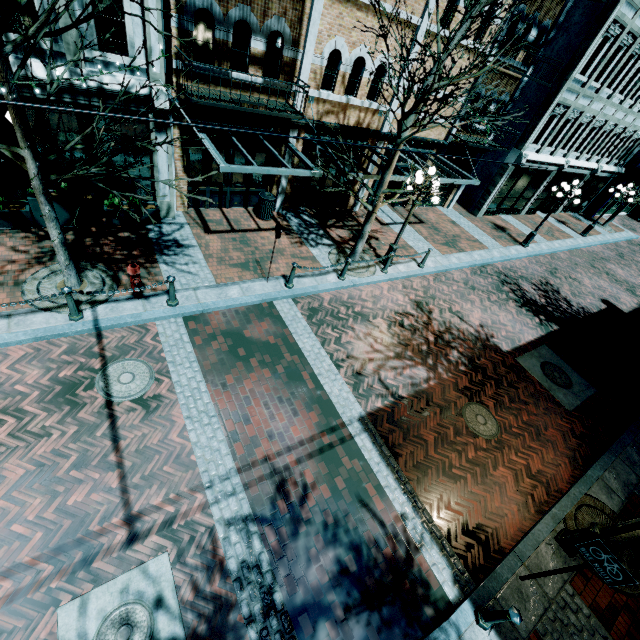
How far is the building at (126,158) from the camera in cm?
904

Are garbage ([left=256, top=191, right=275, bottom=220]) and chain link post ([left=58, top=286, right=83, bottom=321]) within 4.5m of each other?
no

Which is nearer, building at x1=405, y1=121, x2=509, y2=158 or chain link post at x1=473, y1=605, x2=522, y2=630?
chain link post at x1=473, y1=605, x2=522, y2=630

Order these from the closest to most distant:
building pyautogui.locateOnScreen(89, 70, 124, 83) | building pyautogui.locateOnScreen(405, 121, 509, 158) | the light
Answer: the light → building pyautogui.locateOnScreen(89, 70, 124, 83) → building pyautogui.locateOnScreen(405, 121, 509, 158)

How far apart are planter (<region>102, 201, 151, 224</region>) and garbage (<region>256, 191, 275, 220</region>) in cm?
337

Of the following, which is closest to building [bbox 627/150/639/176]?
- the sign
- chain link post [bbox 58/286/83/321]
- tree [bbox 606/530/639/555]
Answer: tree [bbox 606/530/639/555]

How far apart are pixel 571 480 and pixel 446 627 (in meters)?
5.11

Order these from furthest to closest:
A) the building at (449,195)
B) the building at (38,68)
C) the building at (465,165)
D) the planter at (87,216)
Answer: the building at (449,195), the building at (465,165), the planter at (87,216), the building at (38,68)
